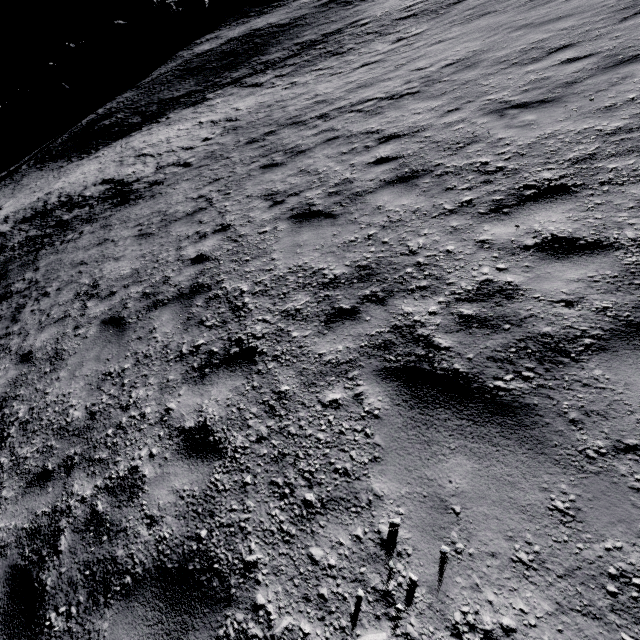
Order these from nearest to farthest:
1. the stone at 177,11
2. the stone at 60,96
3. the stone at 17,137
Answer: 1. the stone at 60,96
2. the stone at 17,137
3. the stone at 177,11

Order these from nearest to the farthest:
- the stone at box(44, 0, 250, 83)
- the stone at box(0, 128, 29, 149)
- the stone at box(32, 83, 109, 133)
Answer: the stone at box(32, 83, 109, 133) < the stone at box(0, 128, 29, 149) < the stone at box(44, 0, 250, 83)

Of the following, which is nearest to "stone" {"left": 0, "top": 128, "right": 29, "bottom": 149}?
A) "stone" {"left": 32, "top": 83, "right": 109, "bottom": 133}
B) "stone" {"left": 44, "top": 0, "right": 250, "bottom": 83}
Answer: "stone" {"left": 32, "top": 83, "right": 109, "bottom": 133}

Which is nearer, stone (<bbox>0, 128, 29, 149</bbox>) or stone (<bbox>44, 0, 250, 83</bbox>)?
stone (<bbox>0, 128, 29, 149</bbox>)

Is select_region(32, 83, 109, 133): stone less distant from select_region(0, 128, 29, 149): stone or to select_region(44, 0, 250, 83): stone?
select_region(0, 128, 29, 149): stone

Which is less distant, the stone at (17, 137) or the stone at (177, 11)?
the stone at (17, 137)

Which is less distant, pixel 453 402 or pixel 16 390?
pixel 453 402

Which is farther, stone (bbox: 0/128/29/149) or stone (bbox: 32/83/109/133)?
stone (bbox: 0/128/29/149)
